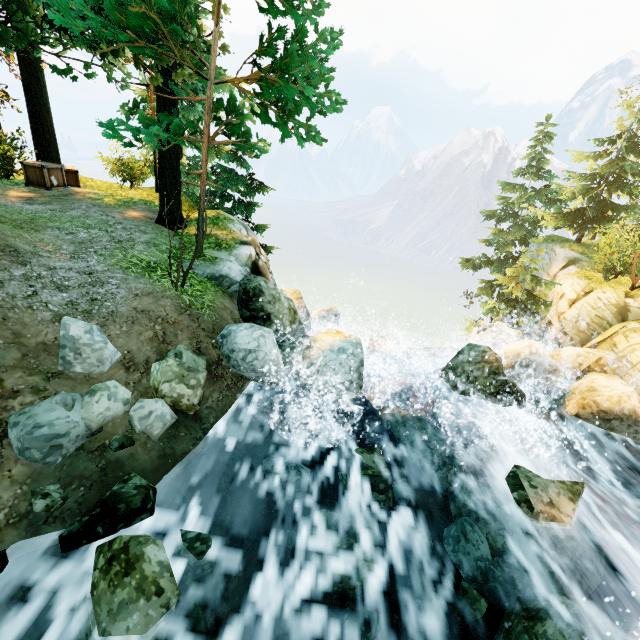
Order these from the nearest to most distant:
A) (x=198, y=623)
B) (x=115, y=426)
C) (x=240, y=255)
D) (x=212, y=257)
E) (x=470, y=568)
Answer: (x=198, y=623), (x=115, y=426), (x=470, y=568), (x=212, y=257), (x=240, y=255)

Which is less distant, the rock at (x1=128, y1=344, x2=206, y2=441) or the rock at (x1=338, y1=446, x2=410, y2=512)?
the rock at (x1=128, y1=344, x2=206, y2=441)

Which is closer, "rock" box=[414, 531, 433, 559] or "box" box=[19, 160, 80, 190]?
"rock" box=[414, 531, 433, 559]

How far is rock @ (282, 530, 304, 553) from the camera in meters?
4.7

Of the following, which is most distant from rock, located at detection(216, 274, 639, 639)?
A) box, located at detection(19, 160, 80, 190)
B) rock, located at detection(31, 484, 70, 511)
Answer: box, located at detection(19, 160, 80, 190)

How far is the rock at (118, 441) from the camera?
4.2 meters

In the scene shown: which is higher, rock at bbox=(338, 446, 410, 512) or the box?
the box

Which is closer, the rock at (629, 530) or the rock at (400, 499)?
the rock at (400, 499)
